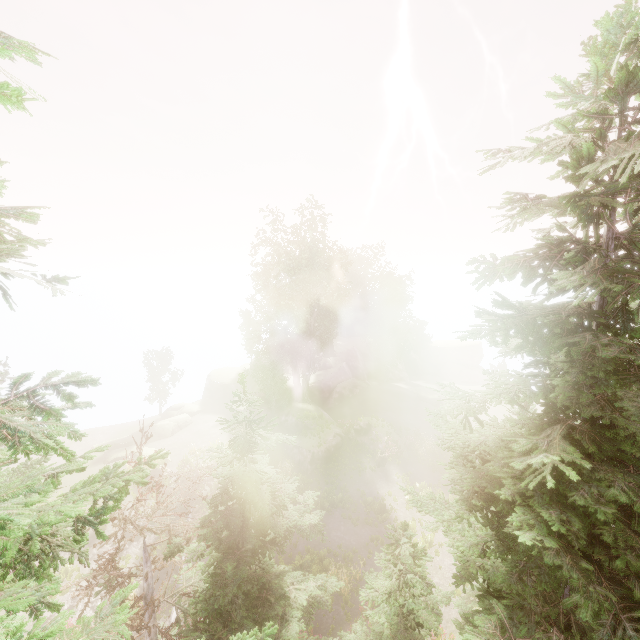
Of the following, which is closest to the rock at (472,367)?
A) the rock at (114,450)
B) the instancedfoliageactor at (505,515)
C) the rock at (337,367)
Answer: the instancedfoliageactor at (505,515)

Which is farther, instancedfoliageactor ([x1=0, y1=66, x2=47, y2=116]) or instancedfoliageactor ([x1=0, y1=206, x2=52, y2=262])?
instancedfoliageactor ([x1=0, y1=206, x2=52, y2=262])

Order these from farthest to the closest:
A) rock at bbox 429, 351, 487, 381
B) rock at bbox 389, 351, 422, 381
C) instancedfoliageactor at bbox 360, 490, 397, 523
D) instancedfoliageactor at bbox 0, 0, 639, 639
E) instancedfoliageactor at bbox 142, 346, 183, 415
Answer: Result: rock at bbox 429, 351, 487, 381 → rock at bbox 389, 351, 422, 381 → instancedfoliageactor at bbox 142, 346, 183, 415 → instancedfoliageactor at bbox 360, 490, 397, 523 → instancedfoliageactor at bbox 0, 0, 639, 639

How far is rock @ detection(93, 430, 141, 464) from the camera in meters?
30.2

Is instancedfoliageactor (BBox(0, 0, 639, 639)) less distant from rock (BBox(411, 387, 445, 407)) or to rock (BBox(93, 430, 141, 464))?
rock (BBox(411, 387, 445, 407))

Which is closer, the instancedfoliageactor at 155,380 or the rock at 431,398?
the rock at 431,398

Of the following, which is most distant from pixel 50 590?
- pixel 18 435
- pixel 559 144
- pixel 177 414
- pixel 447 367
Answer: pixel 447 367

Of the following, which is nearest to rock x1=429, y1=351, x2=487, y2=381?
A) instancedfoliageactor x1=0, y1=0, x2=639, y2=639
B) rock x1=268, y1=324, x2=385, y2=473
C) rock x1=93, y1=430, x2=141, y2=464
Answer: instancedfoliageactor x1=0, y1=0, x2=639, y2=639
